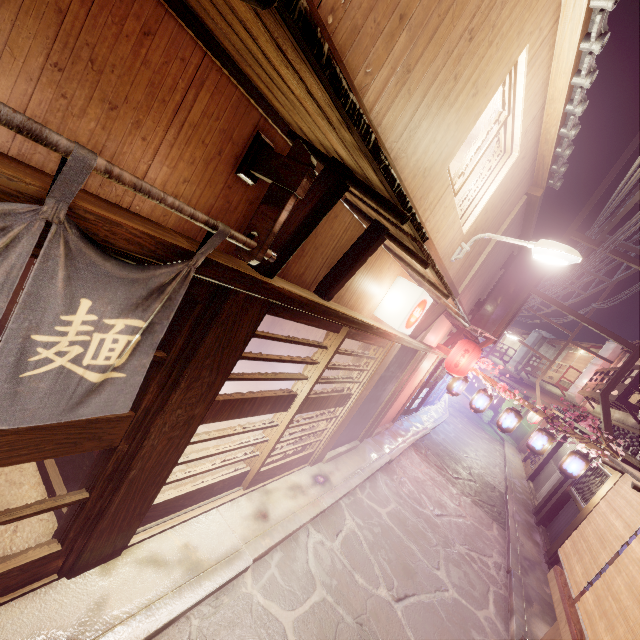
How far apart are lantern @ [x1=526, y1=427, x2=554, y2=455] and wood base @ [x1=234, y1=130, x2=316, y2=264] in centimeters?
1755cm

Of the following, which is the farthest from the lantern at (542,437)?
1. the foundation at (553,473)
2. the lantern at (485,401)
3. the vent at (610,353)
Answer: the vent at (610,353)

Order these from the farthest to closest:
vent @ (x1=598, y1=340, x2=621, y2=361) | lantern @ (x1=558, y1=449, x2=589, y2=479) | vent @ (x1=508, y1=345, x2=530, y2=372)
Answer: vent @ (x1=508, y1=345, x2=530, y2=372) < vent @ (x1=598, y1=340, x2=621, y2=361) < lantern @ (x1=558, y1=449, x2=589, y2=479)

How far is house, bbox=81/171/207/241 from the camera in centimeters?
286cm

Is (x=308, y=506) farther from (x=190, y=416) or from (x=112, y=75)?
(x=112, y=75)

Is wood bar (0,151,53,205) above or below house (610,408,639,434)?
below

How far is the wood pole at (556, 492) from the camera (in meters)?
17.89

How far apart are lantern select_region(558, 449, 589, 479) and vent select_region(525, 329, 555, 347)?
45.59m
